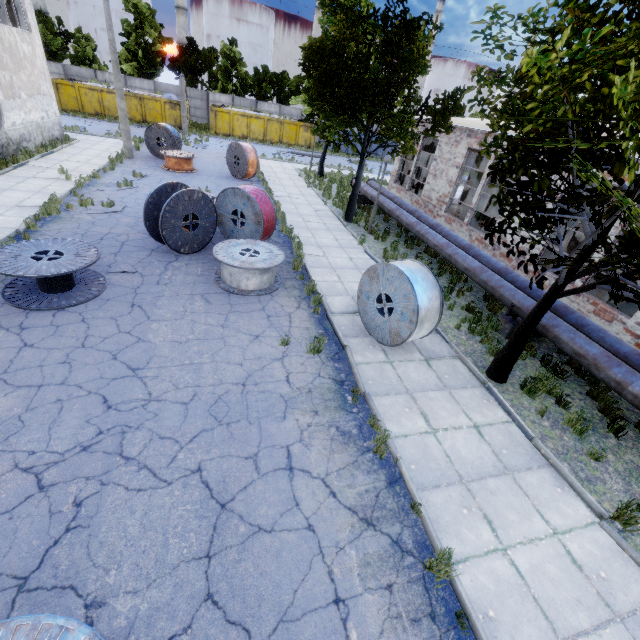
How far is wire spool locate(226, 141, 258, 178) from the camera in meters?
19.3

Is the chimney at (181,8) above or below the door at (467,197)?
above

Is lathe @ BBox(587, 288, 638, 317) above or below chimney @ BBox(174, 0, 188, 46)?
below

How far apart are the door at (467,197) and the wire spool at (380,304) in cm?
1992

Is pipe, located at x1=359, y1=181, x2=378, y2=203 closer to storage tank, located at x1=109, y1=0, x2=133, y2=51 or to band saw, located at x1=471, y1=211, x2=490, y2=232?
band saw, located at x1=471, y1=211, x2=490, y2=232

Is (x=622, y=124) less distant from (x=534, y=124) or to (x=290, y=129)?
(x=534, y=124)

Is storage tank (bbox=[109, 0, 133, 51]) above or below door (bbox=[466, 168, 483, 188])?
above

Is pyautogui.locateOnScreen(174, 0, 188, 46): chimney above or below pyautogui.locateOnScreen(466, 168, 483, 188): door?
above
